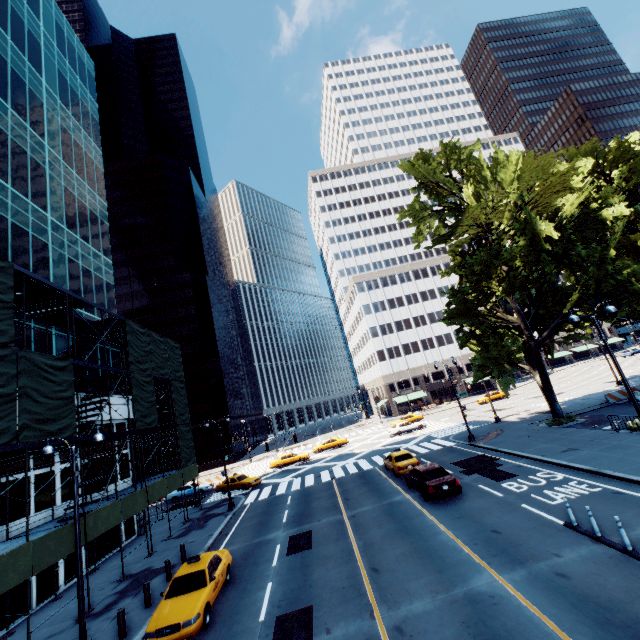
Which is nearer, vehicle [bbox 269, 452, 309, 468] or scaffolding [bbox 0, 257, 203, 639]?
scaffolding [bbox 0, 257, 203, 639]

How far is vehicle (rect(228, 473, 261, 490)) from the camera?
32.66m

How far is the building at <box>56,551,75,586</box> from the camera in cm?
1769

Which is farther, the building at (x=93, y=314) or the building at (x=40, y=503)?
the building at (x=93, y=314)

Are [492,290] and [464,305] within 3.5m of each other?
yes
